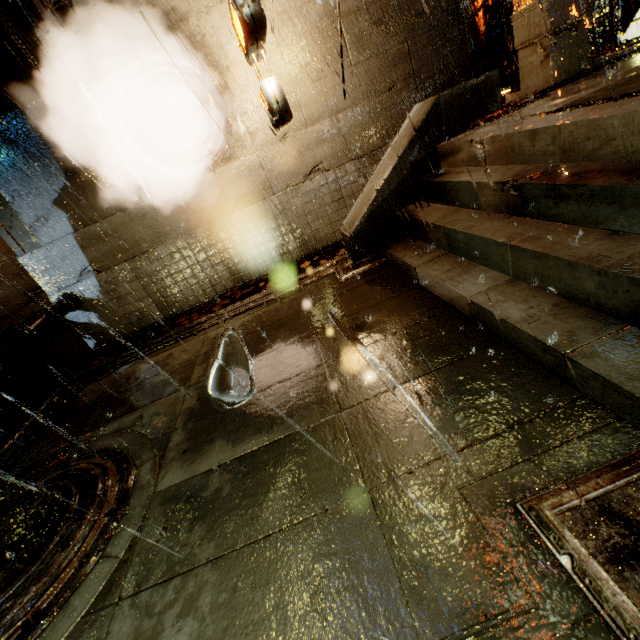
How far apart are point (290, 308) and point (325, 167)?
4.8m

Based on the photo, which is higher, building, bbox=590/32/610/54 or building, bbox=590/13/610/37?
building, bbox=590/13/610/37

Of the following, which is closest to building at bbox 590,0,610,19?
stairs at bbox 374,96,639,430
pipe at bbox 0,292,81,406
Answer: pipe at bbox 0,292,81,406

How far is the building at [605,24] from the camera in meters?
8.3 m

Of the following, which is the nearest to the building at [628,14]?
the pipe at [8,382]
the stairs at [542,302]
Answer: the pipe at [8,382]

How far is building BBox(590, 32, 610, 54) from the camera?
8.5 meters
